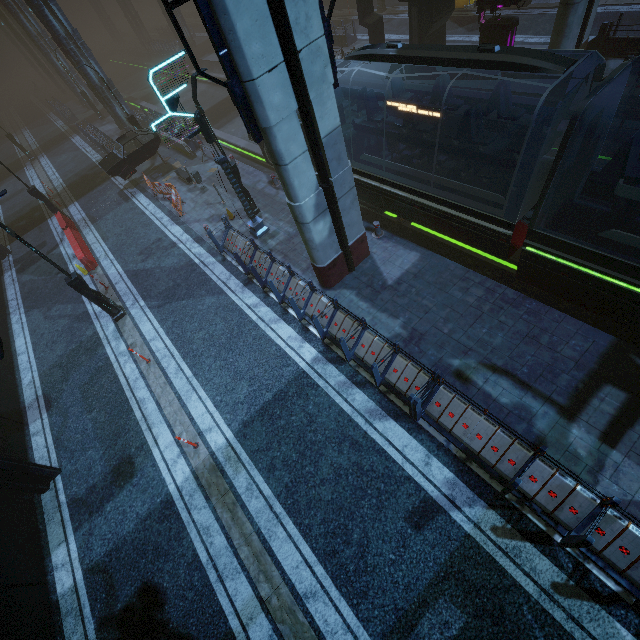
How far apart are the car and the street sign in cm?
1086

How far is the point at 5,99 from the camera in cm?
5656

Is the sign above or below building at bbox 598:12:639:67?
above

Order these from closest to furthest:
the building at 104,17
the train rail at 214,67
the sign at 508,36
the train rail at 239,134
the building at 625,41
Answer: the building at 625,41
the sign at 508,36
the train rail at 239,134
the train rail at 214,67
the building at 104,17

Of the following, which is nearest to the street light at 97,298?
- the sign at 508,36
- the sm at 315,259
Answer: the sm at 315,259

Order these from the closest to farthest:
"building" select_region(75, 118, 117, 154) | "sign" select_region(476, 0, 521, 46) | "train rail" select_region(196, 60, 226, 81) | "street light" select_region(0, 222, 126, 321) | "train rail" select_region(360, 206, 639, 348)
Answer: "train rail" select_region(360, 206, 639, 348) < "street light" select_region(0, 222, 126, 321) < "sign" select_region(476, 0, 521, 46) < "building" select_region(75, 118, 117, 154) < "train rail" select_region(196, 60, 226, 81)

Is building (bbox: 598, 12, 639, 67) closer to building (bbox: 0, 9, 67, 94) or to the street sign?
the street sign

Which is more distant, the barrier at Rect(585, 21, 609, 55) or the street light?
the barrier at Rect(585, 21, 609, 55)
